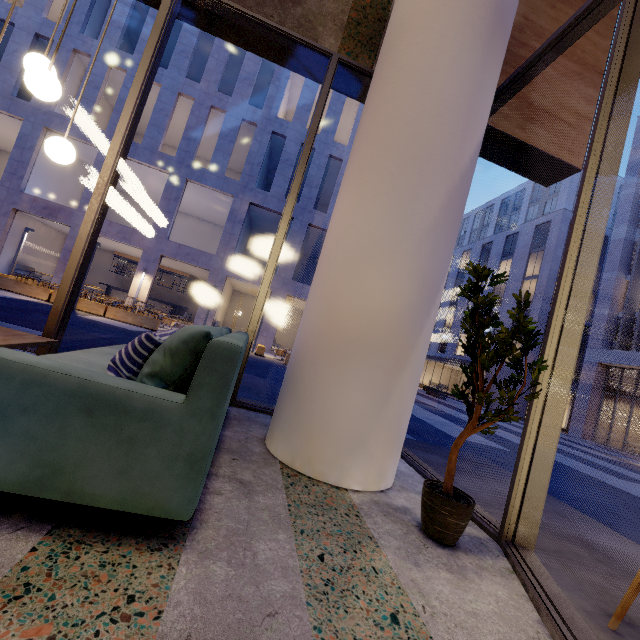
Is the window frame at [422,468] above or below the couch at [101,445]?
below

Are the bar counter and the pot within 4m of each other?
no

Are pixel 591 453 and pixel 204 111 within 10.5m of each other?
no

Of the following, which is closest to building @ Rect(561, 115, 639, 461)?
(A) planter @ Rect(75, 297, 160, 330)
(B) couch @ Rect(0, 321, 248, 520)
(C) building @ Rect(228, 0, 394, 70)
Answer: (C) building @ Rect(228, 0, 394, 70)

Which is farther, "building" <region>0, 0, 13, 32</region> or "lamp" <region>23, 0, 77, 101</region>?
"building" <region>0, 0, 13, 32</region>

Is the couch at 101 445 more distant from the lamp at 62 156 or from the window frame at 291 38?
the lamp at 62 156

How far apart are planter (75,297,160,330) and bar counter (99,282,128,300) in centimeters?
1161cm

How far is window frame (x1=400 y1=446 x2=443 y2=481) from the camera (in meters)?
3.10
